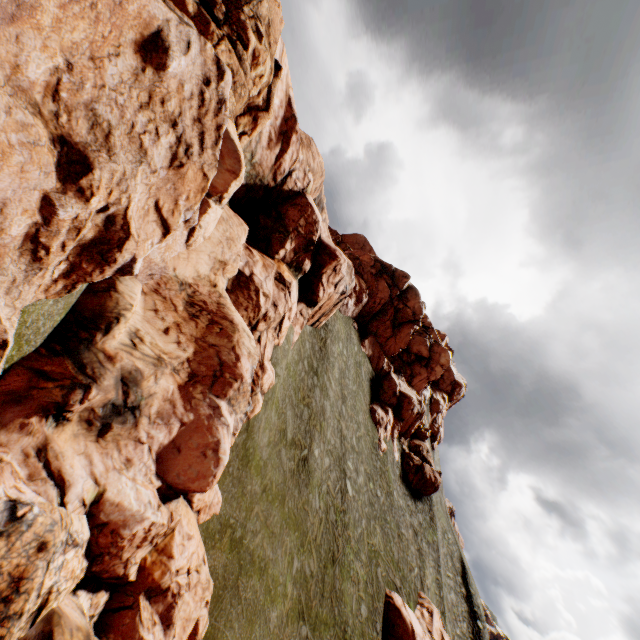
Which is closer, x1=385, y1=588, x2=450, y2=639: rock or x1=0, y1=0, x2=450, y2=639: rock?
x1=0, y1=0, x2=450, y2=639: rock

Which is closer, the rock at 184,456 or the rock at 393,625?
the rock at 184,456

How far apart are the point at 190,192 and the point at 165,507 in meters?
8.8
